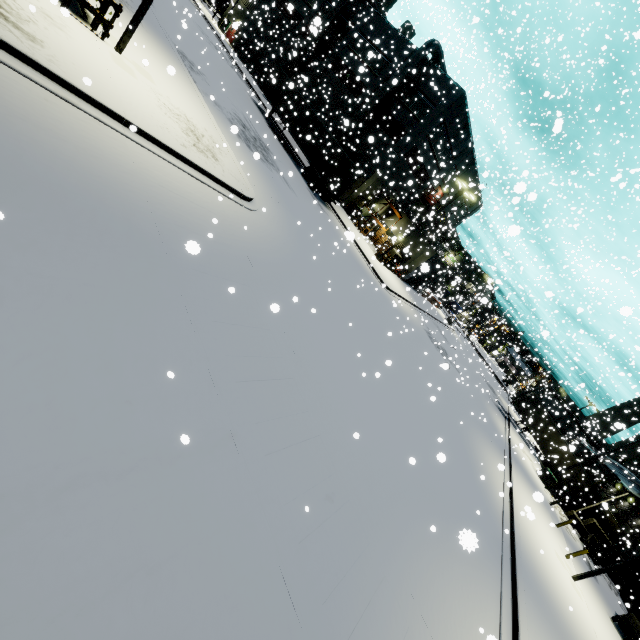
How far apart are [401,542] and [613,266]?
32.3 meters

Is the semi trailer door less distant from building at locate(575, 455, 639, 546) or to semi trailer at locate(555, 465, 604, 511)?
semi trailer at locate(555, 465, 604, 511)

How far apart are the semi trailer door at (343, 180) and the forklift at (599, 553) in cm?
3447

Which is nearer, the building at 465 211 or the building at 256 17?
the building at 256 17

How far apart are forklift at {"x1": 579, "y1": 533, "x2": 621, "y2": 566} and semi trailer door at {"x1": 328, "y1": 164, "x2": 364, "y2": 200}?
34.5 meters

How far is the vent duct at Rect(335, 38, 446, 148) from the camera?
29.7 meters

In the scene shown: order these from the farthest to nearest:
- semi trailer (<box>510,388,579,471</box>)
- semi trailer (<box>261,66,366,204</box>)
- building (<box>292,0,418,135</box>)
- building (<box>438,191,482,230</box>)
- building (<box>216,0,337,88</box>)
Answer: building (<box>438,191,482,230</box>), building (<box>216,0,337,88</box>), semi trailer (<box>510,388,579,471</box>), building (<box>292,0,418,135</box>), semi trailer (<box>261,66,366,204</box>)

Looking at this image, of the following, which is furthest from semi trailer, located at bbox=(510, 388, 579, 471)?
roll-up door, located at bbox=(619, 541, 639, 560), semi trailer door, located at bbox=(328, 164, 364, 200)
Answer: roll-up door, located at bbox=(619, 541, 639, 560)
